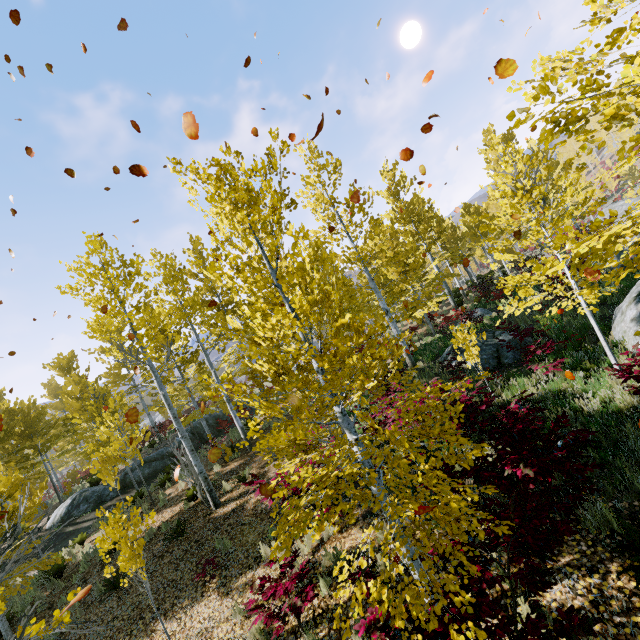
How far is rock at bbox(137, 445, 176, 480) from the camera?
18.7 meters

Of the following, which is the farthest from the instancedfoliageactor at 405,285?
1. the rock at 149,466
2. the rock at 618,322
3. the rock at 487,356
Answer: the rock at 487,356

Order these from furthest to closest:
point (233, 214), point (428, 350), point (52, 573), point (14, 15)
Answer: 1. point (428, 350)
2. point (52, 573)
3. point (14, 15)
4. point (233, 214)

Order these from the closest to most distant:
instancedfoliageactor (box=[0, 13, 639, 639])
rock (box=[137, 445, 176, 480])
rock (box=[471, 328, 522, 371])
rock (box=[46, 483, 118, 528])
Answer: instancedfoliageactor (box=[0, 13, 639, 639])
rock (box=[471, 328, 522, 371])
rock (box=[46, 483, 118, 528])
rock (box=[137, 445, 176, 480])

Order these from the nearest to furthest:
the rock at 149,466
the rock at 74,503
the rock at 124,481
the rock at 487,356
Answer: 1. the rock at 487,356
2. the rock at 74,503
3. the rock at 124,481
4. the rock at 149,466

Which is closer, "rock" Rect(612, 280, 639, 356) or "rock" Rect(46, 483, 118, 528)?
"rock" Rect(612, 280, 639, 356)

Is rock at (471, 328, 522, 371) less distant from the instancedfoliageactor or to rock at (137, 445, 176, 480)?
the instancedfoliageactor

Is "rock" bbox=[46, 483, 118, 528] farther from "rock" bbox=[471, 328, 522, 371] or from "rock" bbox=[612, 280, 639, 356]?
"rock" bbox=[612, 280, 639, 356]
